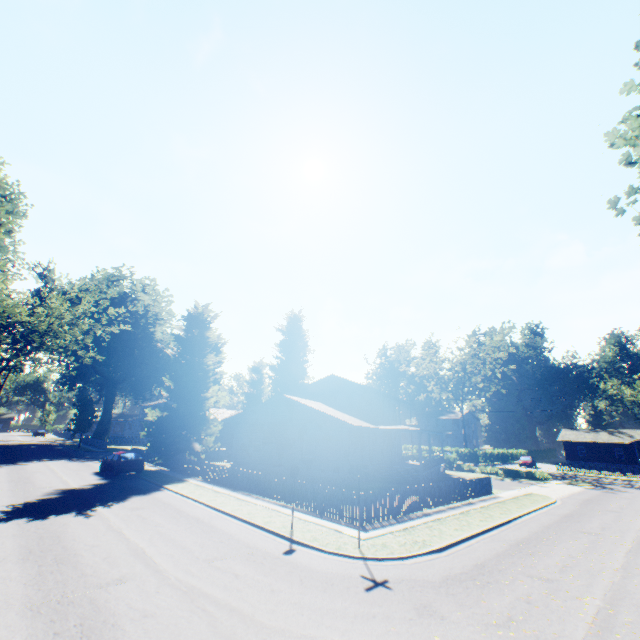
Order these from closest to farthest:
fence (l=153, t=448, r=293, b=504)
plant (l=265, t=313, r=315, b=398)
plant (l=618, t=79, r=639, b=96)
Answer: plant (l=618, t=79, r=639, b=96) < fence (l=153, t=448, r=293, b=504) < plant (l=265, t=313, r=315, b=398)

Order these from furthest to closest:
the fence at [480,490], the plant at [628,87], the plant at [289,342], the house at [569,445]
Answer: the plant at [289,342]
the house at [569,445]
the fence at [480,490]
the plant at [628,87]

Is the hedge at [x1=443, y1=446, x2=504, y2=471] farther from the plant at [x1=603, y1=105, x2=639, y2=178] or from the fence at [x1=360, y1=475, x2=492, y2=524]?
the plant at [x1=603, y1=105, x2=639, y2=178]

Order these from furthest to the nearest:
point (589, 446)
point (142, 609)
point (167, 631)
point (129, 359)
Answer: point (589, 446)
point (129, 359)
point (142, 609)
point (167, 631)

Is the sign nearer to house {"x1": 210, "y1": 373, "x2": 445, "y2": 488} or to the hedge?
house {"x1": 210, "y1": 373, "x2": 445, "y2": 488}

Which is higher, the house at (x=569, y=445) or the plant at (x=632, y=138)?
the plant at (x=632, y=138)

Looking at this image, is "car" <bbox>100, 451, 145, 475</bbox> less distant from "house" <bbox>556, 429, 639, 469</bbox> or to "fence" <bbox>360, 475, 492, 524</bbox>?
"fence" <bbox>360, 475, 492, 524</bbox>

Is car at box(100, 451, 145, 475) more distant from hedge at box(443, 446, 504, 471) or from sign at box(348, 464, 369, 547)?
hedge at box(443, 446, 504, 471)
